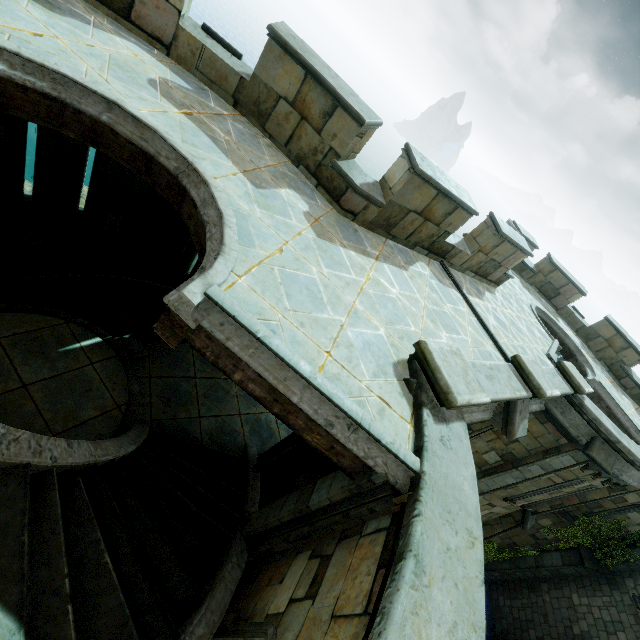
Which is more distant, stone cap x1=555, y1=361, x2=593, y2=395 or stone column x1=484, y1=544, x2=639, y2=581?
stone column x1=484, y1=544, x2=639, y2=581

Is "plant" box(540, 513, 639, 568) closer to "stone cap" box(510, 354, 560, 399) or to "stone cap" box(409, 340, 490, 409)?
"stone cap" box(510, 354, 560, 399)

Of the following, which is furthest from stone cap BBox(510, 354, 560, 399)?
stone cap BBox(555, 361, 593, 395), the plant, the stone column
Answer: the stone column

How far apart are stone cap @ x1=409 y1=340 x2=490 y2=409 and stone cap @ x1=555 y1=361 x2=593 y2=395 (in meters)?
5.61

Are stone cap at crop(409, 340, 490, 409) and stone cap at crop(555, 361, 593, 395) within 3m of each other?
no

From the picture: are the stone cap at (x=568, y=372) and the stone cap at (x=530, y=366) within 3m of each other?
yes

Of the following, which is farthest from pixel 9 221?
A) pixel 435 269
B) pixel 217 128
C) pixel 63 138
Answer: pixel 435 269

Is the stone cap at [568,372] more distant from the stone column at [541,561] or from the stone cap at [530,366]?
the stone column at [541,561]
